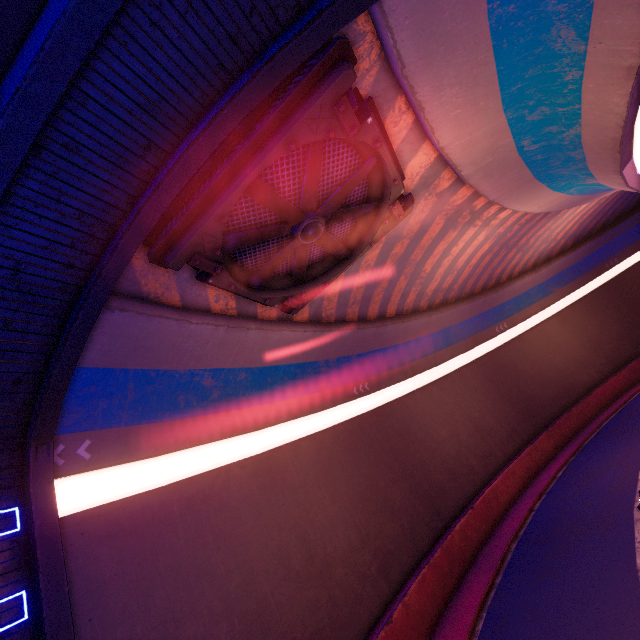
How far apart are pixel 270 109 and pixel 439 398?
19.5m

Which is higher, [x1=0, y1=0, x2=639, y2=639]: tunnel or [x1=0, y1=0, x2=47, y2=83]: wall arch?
[x1=0, y1=0, x2=47, y2=83]: wall arch

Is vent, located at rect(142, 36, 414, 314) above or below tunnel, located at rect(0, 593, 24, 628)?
above

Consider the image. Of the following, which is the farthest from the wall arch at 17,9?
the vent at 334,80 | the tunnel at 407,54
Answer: the vent at 334,80

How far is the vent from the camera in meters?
6.1

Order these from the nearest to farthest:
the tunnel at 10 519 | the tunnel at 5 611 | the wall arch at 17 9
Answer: the wall arch at 17 9 < the tunnel at 5 611 < the tunnel at 10 519

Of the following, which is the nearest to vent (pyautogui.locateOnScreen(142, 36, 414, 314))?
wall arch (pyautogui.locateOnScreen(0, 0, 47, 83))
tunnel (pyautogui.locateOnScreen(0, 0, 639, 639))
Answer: tunnel (pyautogui.locateOnScreen(0, 0, 639, 639))

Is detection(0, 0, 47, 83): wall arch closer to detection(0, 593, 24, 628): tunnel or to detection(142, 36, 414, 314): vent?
detection(0, 593, 24, 628): tunnel
